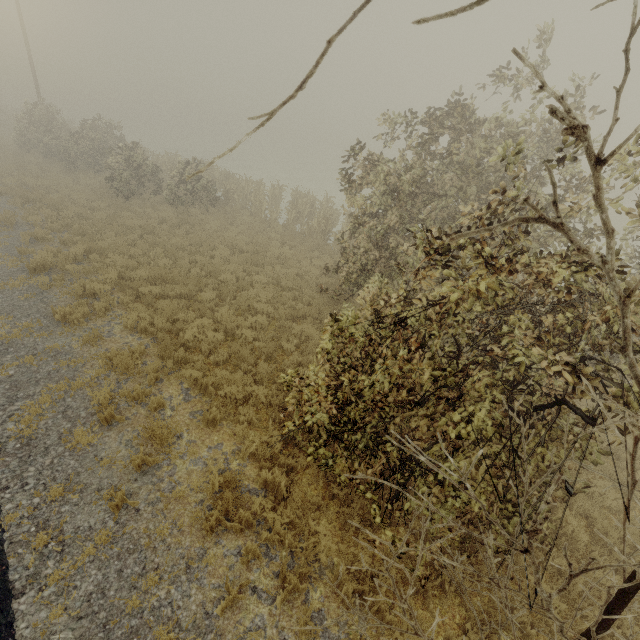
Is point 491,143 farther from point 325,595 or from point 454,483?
point 325,595
